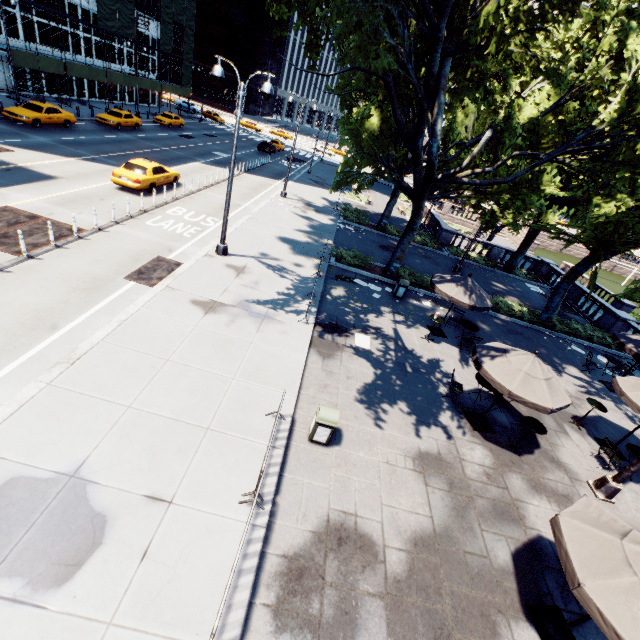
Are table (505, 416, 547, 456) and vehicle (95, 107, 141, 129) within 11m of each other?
no

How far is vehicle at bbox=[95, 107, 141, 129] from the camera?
30.8m

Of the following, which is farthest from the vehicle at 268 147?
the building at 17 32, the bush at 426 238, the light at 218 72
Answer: the bush at 426 238

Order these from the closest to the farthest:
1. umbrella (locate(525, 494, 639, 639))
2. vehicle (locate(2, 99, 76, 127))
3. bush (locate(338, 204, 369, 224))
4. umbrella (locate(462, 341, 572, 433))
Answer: umbrella (locate(525, 494, 639, 639)) < umbrella (locate(462, 341, 572, 433)) < vehicle (locate(2, 99, 76, 127)) < bush (locate(338, 204, 369, 224))

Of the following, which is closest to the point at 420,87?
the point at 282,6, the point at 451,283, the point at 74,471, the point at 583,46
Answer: the point at 282,6

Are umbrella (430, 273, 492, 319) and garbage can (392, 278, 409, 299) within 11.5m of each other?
yes

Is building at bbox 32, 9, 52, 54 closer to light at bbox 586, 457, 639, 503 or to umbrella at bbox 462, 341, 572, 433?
umbrella at bbox 462, 341, 572, 433

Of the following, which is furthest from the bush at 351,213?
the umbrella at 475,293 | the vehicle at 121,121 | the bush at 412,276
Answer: the vehicle at 121,121
